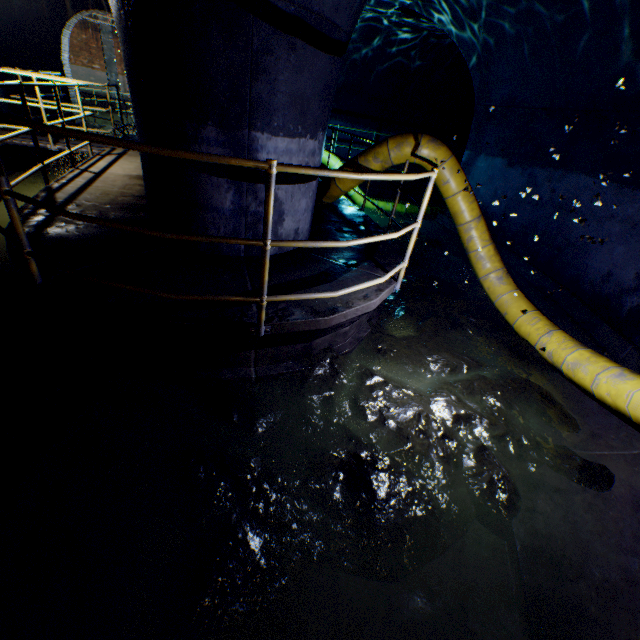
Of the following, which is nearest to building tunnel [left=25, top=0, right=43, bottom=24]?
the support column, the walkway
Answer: the walkway

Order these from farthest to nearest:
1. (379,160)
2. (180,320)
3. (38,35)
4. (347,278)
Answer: (38,35) < (379,160) < (347,278) < (180,320)

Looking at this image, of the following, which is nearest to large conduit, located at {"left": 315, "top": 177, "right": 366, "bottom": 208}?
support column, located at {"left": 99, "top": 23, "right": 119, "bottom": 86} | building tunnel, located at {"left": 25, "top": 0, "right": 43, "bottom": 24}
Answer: building tunnel, located at {"left": 25, "top": 0, "right": 43, "bottom": 24}

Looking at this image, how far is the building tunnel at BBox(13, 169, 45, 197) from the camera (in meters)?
7.08

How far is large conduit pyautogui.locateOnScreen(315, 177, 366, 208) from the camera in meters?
5.4 m

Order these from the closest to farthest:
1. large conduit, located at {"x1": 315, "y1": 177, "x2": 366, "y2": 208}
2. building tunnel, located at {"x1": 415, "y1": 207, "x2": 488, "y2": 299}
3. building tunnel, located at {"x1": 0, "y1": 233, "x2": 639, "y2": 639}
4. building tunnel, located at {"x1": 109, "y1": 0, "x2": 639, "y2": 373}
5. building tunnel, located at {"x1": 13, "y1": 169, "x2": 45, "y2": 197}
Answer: building tunnel, located at {"x1": 0, "y1": 233, "x2": 639, "y2": 639}, building tunnel, located at {"x1": 109, "y1": 0, "x2": 639, "y2": 373}, large conduit, located at {"x1": 315, "y1": 177, "x2": 366, "y2": 208}, building tunnel, located at {"x1": 415, "y1": 207, "x2": 488, "y2": 299}, building tunnel, located at {"x1": 13, "y1": 169, "x2": 45, "y2": 197}

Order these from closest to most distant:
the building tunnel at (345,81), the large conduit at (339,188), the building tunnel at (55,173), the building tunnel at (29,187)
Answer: the building tunnel at (345,81)
the large conduit at (339,188)
the building tunnel at (29,187)
the building tunnel at (55,173)

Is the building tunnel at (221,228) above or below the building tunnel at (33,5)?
below
